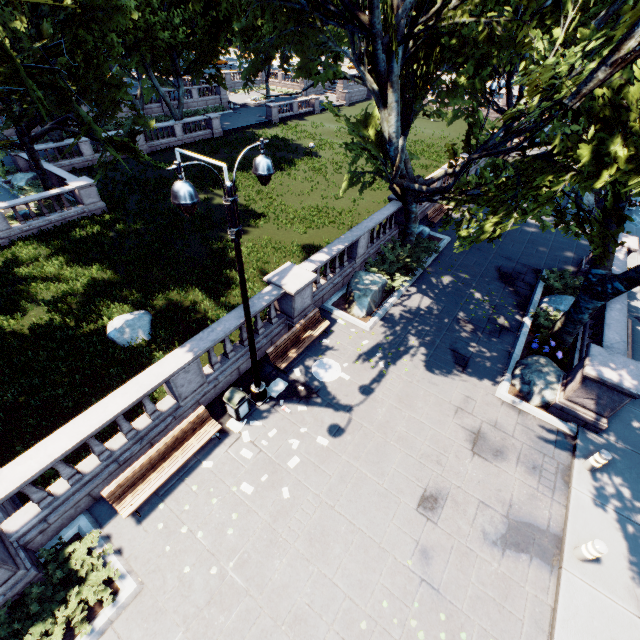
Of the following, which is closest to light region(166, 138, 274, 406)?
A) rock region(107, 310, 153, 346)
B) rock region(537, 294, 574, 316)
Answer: rock region(107, 310, 153, 346)

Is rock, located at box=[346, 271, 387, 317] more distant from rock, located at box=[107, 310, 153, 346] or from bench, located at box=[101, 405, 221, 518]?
rock, located at box=[107, 310, 153, 346]

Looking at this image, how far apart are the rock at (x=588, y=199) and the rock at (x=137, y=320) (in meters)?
29.09

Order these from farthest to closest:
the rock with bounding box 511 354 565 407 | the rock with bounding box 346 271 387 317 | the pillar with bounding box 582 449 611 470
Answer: the rock with bounding box 346 271 387 317 → the rock with bounding box 511 354 565 407 → the pillar with bounding box 582 449 611 470

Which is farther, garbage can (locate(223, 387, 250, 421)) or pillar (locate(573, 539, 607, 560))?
garbage can (locate(223, 387, 250, 421))

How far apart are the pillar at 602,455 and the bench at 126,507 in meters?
10.6 m

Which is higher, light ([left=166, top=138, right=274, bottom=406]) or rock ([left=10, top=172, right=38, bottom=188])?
light ([left=166, top=138, right=274, bottom=406])

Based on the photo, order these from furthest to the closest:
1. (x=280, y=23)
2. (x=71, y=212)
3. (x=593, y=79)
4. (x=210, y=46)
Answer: → (x=210, y=46) → (x=71, y=212) → (x=280, y=23) → (x=593, y=79)
